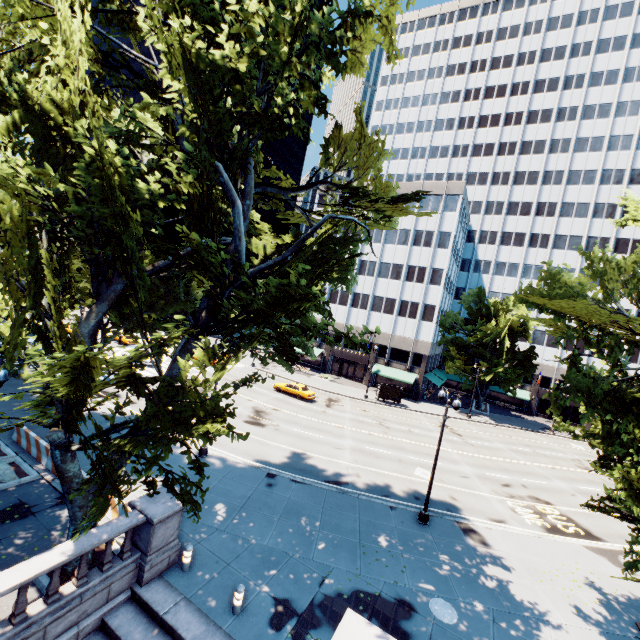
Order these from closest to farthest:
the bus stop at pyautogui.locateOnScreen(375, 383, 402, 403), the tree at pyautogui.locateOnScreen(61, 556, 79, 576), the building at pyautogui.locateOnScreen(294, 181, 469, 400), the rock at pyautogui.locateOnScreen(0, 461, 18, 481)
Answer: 1. the tree at pyautogui.locateOnScreen(61, 556, 79, 576)
2. the rock at pyautogui.locateOnScreen(0, 461, 18, 481)
3. the bus stop at pyautogui.locateOnScreen(375, 383, 402, 403)
4. the building at pyautogui.locateOnScreen(294, 181, 469, 400)

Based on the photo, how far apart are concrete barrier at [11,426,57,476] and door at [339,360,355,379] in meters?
41.4 m

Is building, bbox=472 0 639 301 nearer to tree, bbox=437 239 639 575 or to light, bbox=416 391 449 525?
tree, bbox=437 239 639 575

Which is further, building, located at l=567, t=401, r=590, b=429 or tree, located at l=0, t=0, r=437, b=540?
building, located at l=567, t=401, r=590, b=429

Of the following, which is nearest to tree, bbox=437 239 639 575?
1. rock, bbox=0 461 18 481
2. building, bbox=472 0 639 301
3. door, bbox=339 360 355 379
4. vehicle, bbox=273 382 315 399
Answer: building, bbox=472 0 639 301

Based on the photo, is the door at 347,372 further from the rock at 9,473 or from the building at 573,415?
the rock at 9,473

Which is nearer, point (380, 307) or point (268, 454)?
point (268, 454)

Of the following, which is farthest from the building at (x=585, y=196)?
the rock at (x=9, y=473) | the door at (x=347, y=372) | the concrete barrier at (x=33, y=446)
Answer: the rock at (x=9, y=473)
